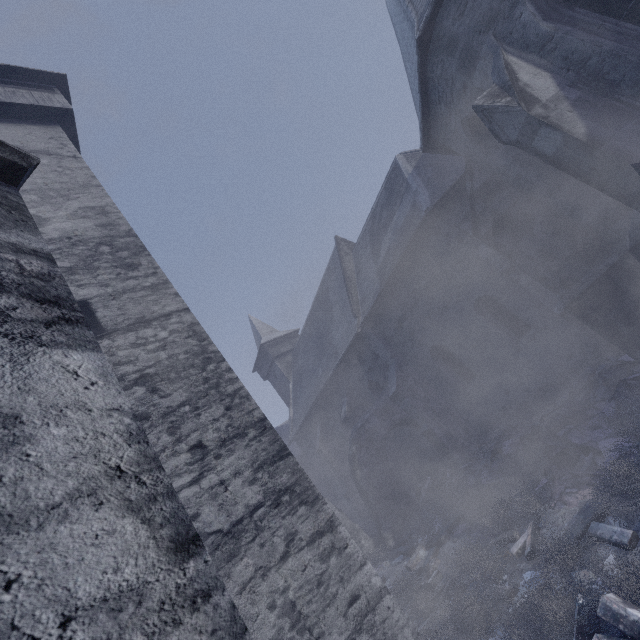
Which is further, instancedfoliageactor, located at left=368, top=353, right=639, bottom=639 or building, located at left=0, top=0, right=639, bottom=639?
instancedfoliageactor, located at left=368, top=353, right=639, bottom=639

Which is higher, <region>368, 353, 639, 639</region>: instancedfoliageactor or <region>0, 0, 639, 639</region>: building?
<region>0, 0, 639, 639</region>: building

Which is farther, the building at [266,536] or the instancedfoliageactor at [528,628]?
the instancedfoliageactor at [528,628]

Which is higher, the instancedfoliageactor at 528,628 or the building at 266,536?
the building at 266,536

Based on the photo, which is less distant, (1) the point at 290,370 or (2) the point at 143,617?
(2) the point at 143,617
